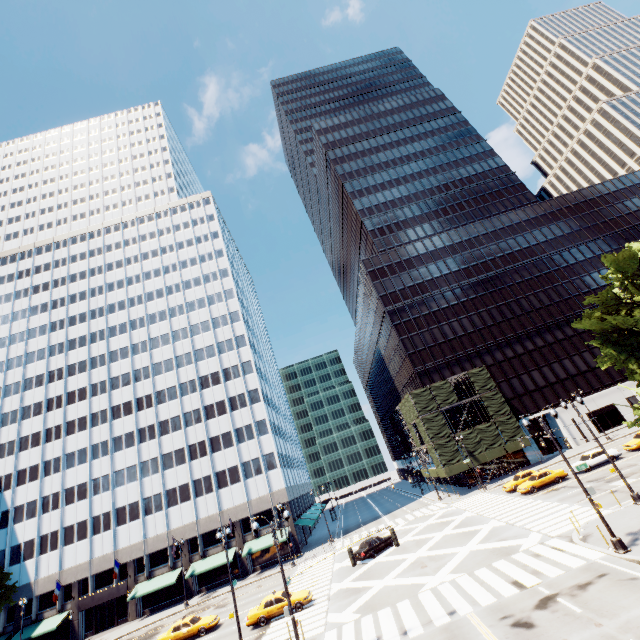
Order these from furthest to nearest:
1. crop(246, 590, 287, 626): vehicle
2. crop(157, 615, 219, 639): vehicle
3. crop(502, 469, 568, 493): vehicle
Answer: crop(502, 469, 568, 493): vehicle < crop(157, 615, 219, 639): vehicle < crop(246, 590, 287, 626): vehicle

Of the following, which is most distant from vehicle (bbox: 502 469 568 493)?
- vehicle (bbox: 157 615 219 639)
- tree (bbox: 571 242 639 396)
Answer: vehicle (bbox: 157 615 219 639)

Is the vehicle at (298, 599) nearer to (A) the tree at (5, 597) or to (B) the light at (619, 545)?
(B) the light at (619, 545)

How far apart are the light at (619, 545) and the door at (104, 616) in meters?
59.5

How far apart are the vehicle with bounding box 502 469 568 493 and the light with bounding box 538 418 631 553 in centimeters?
1857cm

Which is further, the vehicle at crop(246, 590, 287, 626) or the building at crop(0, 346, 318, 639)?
the building at crop(0, 346, 318, 639)

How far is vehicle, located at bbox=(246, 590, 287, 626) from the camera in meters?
24.8

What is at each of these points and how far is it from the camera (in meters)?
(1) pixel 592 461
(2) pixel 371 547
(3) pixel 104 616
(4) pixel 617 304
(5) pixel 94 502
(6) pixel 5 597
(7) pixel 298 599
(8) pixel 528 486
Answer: (1) vehicle, 33.97
(2) vehicle, 31.91
(3) door, 44.75
(4) tree, 20.88
(5) building, 50.44
(6) tree, 39.88
(7) vehicle, 25.23
(8) vehicle, 33.62
